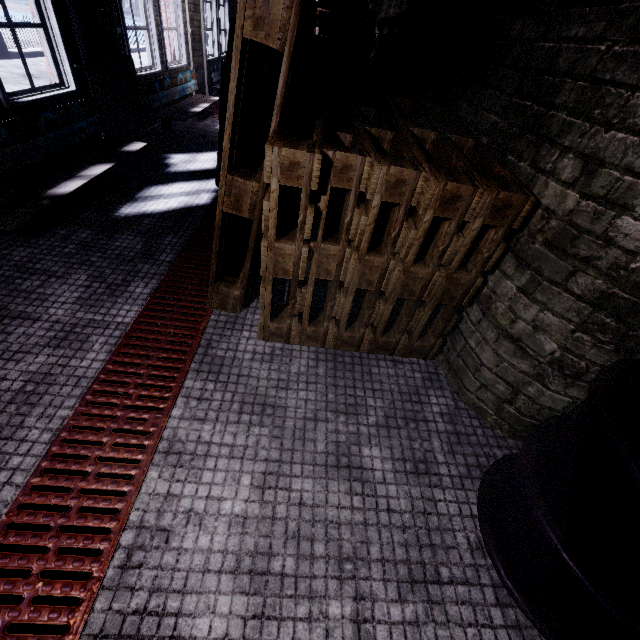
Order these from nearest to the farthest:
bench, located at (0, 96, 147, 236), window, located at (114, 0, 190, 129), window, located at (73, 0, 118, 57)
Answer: bench, located at (0, 96, 147, 236) → window, located at (73, 0, 118, 57) → window, located at (114, 0, 190, 129)

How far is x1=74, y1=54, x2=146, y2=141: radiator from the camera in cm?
315

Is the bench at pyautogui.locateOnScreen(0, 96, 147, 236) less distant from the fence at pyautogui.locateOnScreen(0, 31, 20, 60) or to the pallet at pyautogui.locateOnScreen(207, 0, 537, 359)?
the pallet at pyautogui.locateOnScreen(207, 0, 537, 359)

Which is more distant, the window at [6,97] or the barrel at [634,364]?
the window at [6,97]

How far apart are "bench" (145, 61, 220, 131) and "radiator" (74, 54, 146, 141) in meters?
0.2

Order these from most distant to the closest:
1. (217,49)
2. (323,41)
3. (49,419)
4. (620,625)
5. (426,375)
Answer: (217,49)
(323,41)
(426,375)
(49,419)
(620,625)

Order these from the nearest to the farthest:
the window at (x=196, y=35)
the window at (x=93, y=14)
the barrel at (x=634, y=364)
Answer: the barrel at (x=634, y=364) < the window at (x=93, y=14) < the window at (x=196, y=35)

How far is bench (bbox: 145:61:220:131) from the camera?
4.2m
